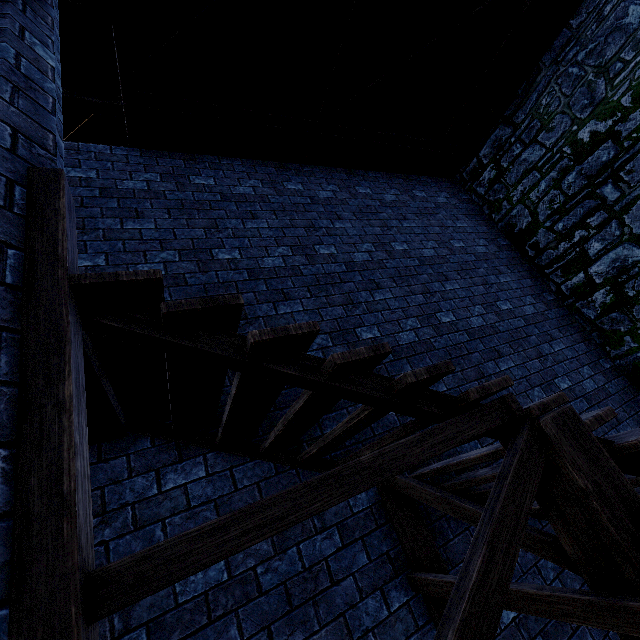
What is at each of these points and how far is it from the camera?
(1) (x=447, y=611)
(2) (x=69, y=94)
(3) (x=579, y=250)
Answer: (1) stairs, 1.2 meters
(2) wooden beam, 8.3 meters
(3) building tower, 6.0 meters

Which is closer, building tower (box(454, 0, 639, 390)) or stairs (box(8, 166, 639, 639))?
stairs (box(8, 166, 639, 639))

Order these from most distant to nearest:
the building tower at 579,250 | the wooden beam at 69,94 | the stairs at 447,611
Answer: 1. the wooden beam at 69,94
2. the building tower at 579,250
3. the stairs at 447,611

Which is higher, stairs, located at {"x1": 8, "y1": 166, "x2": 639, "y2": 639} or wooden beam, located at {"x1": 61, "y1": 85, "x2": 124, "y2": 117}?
wooden beam, located at {"x1": 61, "y1": 85, "x2": 124, "y2": 117}

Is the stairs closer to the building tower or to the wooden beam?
the building tower

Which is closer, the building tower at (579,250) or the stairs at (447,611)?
the stairs at (447,611)

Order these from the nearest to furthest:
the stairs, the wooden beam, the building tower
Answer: the stairs → the building tower → the wooden beam

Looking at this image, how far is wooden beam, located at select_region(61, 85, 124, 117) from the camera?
8.4m
